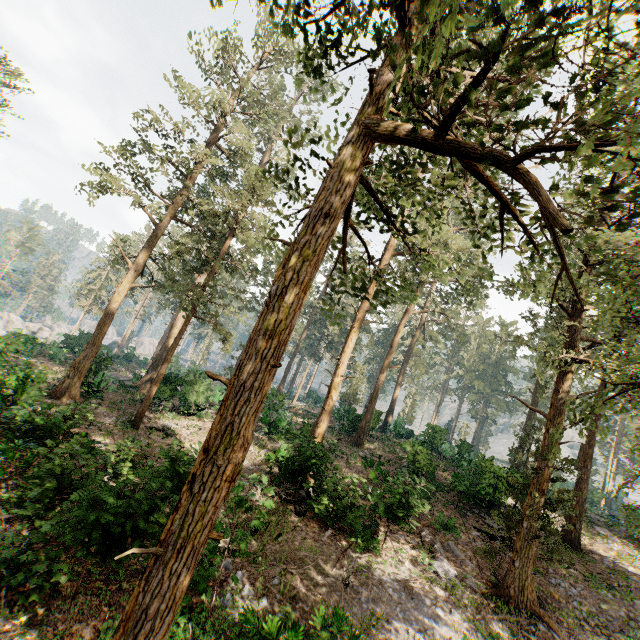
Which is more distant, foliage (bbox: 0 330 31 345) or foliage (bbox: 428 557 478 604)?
foliage (bbox: 0 330 31 345)

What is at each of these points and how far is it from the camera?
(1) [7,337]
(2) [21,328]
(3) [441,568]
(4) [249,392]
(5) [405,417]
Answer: (1) foliage, 19.1 meters
(2) rock, 37.1 meters
(3) foliage, 13.6 meters
(4) foliage, 5.1 meters
(5) foliage, 54.8 meters

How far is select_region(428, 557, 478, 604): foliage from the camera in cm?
1226

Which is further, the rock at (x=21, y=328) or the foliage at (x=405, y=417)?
the foliage at (x=405, y=417)

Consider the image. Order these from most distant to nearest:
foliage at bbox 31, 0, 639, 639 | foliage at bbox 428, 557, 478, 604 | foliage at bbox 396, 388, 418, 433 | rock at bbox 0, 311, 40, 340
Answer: foliage at bbox 396, 388, 418, 433 → rock at bbox 0, 311, 40, 340 → foliage at bbox 428, 557, 478, 604 → foliage at bbox 31, 0, 639, 639

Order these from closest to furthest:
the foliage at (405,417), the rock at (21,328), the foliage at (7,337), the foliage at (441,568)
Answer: the foliage at (441,568)
the foliage at (7,337)
the rock at (21,328)
the foliage at (405,417)

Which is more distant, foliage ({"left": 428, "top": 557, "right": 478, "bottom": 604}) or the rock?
the rock
